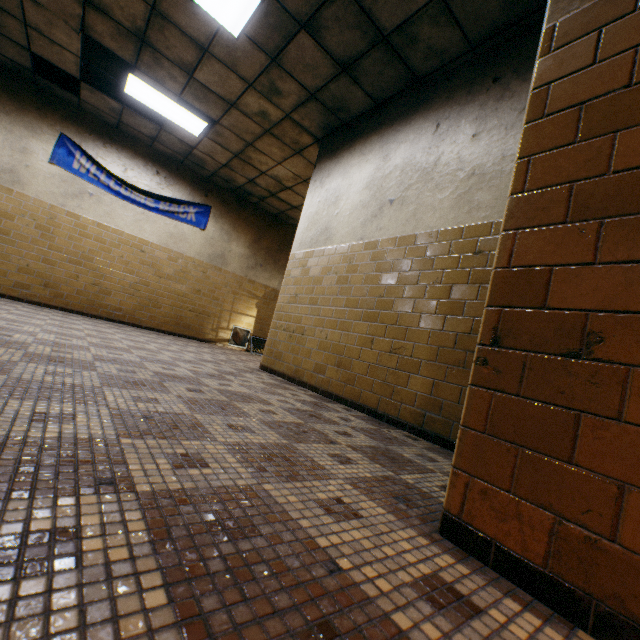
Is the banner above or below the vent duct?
above

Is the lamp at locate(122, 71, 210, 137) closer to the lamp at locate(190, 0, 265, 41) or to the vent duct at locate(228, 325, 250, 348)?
the lamp at locate(190, 0, 265, 41)

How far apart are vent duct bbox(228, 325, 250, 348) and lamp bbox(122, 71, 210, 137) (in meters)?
4.49

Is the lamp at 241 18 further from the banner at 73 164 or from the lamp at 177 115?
the banner at 73 164

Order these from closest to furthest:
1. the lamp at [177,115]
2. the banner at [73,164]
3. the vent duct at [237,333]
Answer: the lamp at [177,115]
the banner at [73,164]
the vent duct at [237,333]

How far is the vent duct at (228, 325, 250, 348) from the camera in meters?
8.9 m

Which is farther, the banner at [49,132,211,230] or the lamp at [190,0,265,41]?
the banner at [49,132,211,230]

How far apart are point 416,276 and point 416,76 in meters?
2.6 m
